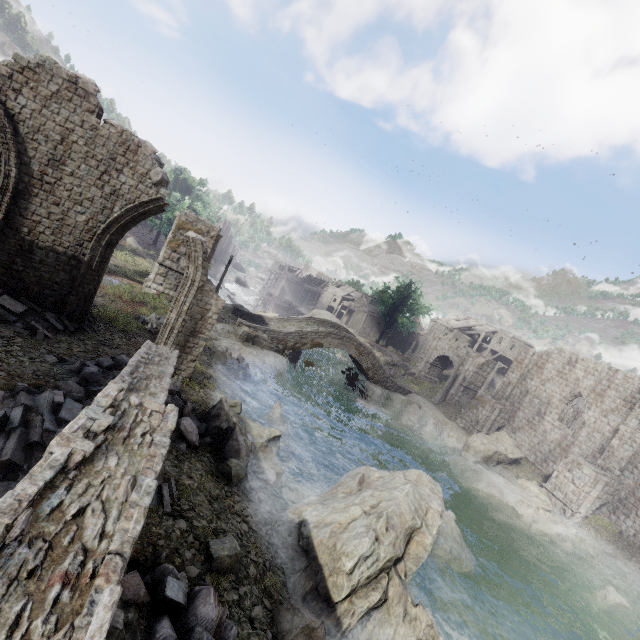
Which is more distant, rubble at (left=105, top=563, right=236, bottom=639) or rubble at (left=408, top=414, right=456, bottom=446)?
rubble at (left=408, top=414, right=456, bottom=446)

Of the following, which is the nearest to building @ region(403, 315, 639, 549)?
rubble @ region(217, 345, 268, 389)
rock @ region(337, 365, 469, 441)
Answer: rock @ region(337, 365, 469, 441)

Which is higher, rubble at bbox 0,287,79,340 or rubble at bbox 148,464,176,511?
rubble at bbox 0,287,79,340

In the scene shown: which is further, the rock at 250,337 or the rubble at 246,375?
the rock at 250,337

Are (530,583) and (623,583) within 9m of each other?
yes

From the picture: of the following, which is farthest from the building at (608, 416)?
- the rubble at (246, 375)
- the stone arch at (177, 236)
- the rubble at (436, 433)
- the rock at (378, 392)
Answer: the rubble at (246, 375)

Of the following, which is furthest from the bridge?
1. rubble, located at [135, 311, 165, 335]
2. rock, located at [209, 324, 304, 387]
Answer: rubble, located at [135, 311, 165, 335]

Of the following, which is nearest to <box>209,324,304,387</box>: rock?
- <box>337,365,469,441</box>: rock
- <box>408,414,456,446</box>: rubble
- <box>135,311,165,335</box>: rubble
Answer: <box>135,311,165,335</box>: rubble
